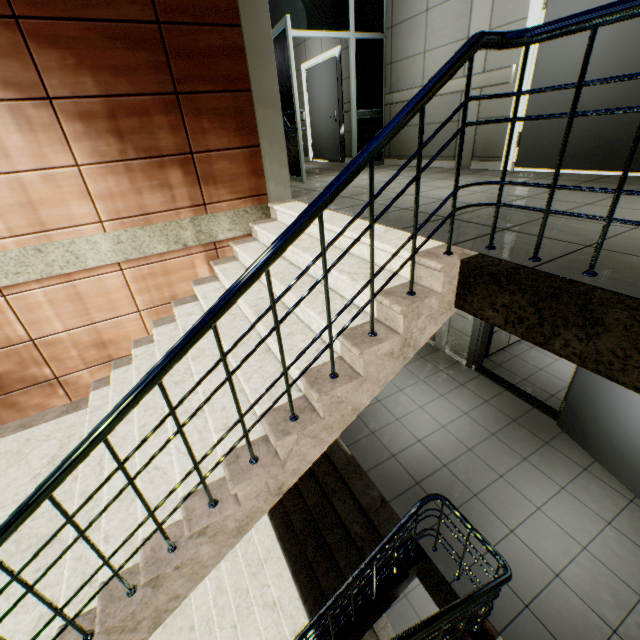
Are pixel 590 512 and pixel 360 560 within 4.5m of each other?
yes

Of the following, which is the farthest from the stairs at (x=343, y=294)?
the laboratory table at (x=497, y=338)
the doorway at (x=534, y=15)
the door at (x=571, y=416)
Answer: the laboratory table at (x=497, y=338)

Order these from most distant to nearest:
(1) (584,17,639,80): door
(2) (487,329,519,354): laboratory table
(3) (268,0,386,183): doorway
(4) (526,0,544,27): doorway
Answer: (2) (487,329,519,354): laboratory table → (3) (268,0,386,183): doorway → (4) (526,0,544,27): doorway → (1) (584,17,639,80): door

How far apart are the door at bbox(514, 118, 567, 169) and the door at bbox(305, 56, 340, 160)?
4.5m

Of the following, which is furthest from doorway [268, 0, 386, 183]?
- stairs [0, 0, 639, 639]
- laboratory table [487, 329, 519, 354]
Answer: laboratory table [487, 329, 519, 354]

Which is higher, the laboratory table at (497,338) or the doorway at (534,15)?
the doorway at (534,15)

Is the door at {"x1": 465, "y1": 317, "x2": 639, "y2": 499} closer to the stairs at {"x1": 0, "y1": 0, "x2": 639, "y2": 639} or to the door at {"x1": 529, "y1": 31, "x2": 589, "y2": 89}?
the door at {"x1": 529, "y1": 31, "x2": 589, "y2": 89}

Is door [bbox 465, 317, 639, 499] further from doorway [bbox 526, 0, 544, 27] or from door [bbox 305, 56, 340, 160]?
door [bbox 305, 56, 340, 160]
